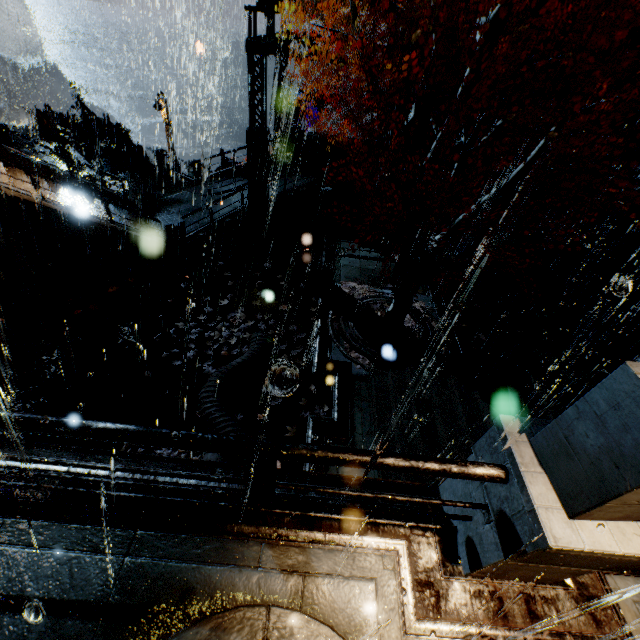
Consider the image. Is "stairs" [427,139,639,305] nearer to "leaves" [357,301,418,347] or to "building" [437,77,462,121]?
"building" [437,77,462,121]

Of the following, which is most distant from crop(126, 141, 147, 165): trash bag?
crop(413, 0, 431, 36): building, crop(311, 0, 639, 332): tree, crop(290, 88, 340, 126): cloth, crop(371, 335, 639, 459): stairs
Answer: crop(371, 335, 639, 459): stairs

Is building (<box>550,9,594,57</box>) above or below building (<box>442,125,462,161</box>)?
above

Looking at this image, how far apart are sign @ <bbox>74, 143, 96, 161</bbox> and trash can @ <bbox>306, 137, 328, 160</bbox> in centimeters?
1317cm

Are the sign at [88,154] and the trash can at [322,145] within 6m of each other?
no

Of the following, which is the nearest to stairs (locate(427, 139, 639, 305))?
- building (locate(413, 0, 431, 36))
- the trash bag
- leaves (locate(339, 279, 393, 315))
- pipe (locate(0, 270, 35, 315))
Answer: building (locate(413, 0, 431, 36))

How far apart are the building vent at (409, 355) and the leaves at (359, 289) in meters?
0.0 m

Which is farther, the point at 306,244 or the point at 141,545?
the point at 306,244
